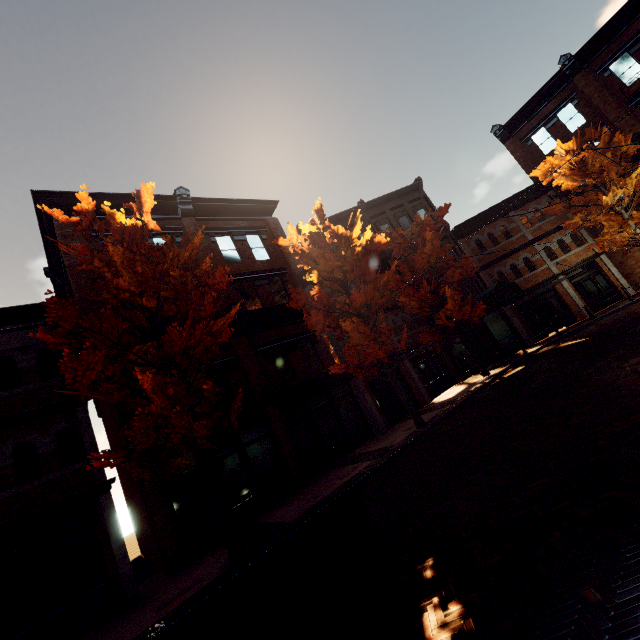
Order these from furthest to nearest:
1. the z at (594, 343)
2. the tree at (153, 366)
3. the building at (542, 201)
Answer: the building at (542, 201), the z at (594, 343), the tree at (153, 366)

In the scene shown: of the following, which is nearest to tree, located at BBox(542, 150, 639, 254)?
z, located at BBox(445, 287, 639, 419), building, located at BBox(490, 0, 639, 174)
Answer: building, located at BBox(490, 0, 639, 174)

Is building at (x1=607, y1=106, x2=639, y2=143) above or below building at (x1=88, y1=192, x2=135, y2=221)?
below

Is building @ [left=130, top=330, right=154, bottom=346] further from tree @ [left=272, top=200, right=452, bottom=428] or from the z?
the z

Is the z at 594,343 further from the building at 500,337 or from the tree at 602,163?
the building at 500,337

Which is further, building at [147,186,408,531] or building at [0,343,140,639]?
building at [147,186,408,531]

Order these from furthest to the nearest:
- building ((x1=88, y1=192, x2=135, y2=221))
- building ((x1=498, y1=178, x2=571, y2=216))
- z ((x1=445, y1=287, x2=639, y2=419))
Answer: building ((x1=498, y1=178, x2=571, y2=216)), building ((x1=88, y1=192, x2=135, y2=221)), z ((x1=445, y1=287, x2=639, y2=419))

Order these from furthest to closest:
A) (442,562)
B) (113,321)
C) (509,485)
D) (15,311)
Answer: (15,311), (113,321), (509,485), (442,562)
